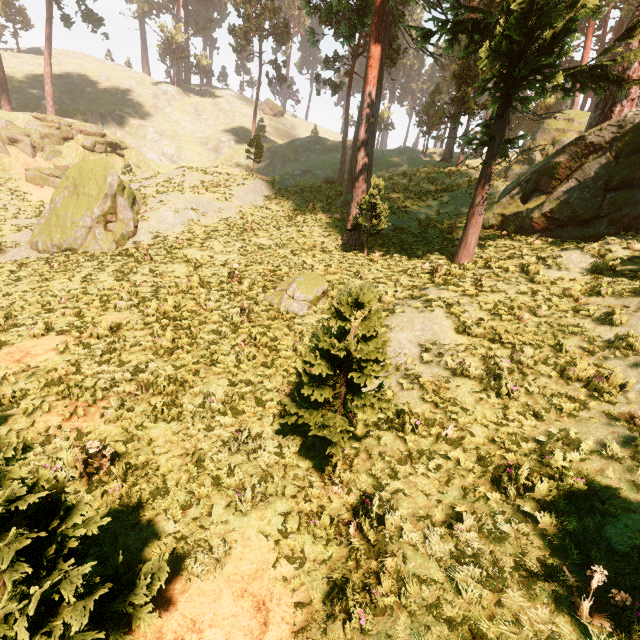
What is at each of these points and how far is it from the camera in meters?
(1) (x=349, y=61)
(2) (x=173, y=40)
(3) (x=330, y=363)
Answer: (1) treerock, 24.5
(2) treerock, 59.3
(3) treerock, 5.6

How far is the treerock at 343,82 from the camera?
32.31m

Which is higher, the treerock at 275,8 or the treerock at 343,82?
the treerock at 275,8

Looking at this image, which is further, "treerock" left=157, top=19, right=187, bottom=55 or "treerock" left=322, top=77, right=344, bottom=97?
"treerock" left=157, top=19, right=187, bottom=55

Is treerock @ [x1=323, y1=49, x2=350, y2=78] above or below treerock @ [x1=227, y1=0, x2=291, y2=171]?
below

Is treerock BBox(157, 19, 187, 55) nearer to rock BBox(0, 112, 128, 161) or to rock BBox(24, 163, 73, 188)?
rock BBox(0, 112, 128, 161)

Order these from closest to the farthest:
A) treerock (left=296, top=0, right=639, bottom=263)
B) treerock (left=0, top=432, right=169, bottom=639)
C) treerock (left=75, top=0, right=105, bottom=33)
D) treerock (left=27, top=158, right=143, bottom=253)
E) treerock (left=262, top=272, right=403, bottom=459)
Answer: treerock (left=0, top=432, right=169, bottom=639) < treerock (left=262, top=272, right=403, bottom=459) < treerock (left=296, top=0, right=639, bottom=263) < treerock (left=27, top=158, right=143, bottom=253) < treerock (left=75, top=0, right=105, bottom=33)
